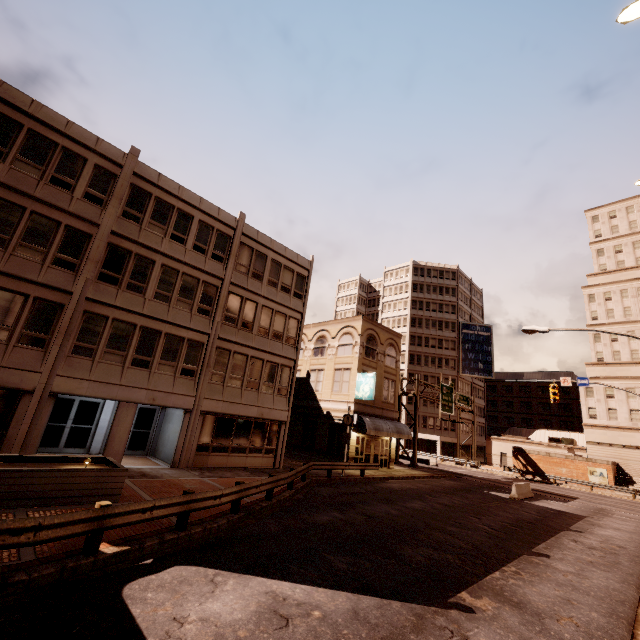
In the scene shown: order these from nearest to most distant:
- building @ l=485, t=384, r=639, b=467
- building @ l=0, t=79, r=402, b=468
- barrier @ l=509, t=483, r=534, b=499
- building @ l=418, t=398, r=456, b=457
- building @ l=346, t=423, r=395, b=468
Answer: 1. building @ l=0, t=79, r=402, b=468
2. barrier @ l=509, t=483, r=534, b=499
3. building @ l=346, t=423, r=395, b=468
4. building @ l=485, t=384, r=639, b=467
5. building @ l=418, t=398, r=456, b=457

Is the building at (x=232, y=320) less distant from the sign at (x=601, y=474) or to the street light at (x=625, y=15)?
the street light at (x=625, y=15)

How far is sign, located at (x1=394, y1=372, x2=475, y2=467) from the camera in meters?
36.3 m

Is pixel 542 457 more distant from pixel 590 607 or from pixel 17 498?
pixel 17 498

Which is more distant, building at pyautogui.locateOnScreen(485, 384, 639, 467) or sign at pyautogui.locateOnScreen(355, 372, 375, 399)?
building at pyautogui.locateOnScreen(485, 384, 639, 467)

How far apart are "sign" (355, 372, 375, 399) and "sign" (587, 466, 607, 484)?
32.9 meters

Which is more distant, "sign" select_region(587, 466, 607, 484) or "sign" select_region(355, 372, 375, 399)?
"sign" select_region(587, 466, 607, 484)

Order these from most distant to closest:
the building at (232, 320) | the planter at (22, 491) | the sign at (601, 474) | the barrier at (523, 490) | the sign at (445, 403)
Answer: the sign at (601, 474), the sign at (445, 403), the barrier at (523, 490), the building at (232, 320), the planter at (22, 491)
